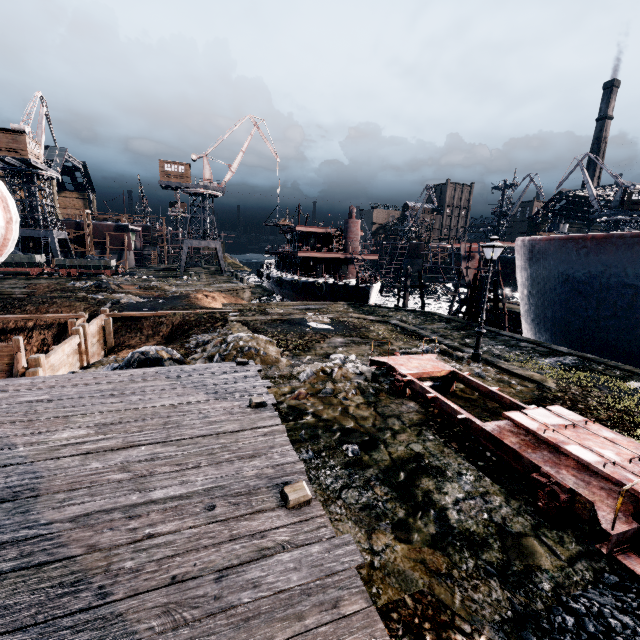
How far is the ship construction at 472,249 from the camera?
28.1m

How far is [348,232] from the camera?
45.72m

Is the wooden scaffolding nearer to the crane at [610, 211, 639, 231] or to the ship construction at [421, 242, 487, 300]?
the ship construction at [421, 242, 487, 300]

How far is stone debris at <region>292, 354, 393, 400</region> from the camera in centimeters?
1144cm

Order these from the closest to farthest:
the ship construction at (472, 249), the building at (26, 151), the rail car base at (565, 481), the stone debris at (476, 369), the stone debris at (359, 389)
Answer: the rail car base at (565, 481) < the stone debris at (359, 389) < the stone debris at (476, 369) < the ship construction at (472, 249) < the building at (26, 151)

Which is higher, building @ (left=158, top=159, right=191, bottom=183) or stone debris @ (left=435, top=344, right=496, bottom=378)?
building @ (left=158, top=159, right=191, bottom=183)

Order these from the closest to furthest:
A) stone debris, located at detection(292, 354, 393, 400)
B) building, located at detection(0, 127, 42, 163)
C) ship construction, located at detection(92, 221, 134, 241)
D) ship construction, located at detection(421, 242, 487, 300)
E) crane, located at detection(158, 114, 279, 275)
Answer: stone debris, located at detection(292, 354, 393, 400) < ship construction, located at detection(421, 242, 487, 300) < building, located at detection(0, 127, 42, 163) < crane, located at detection(158, 114, 279, 275) < ship construction, located at detection(92, 221, 134, 241)

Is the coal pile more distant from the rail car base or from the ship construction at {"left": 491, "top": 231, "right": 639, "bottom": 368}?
the ship construction at {"left": 491, "top": 231, "right": 639, "bottom": 368}
